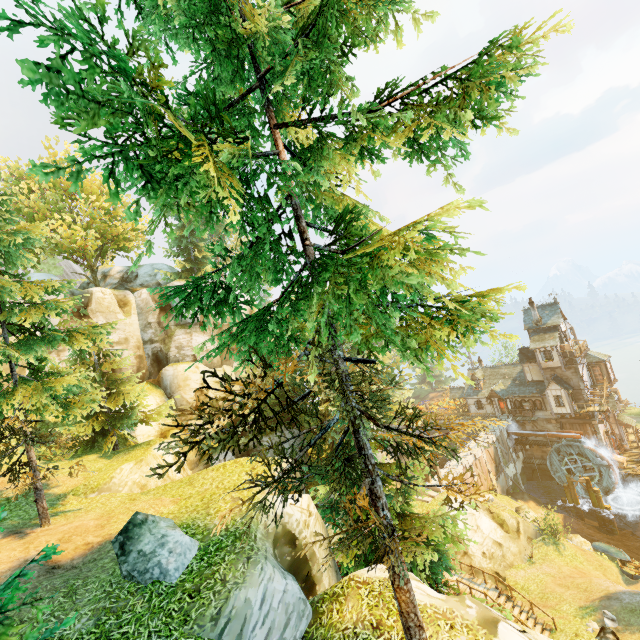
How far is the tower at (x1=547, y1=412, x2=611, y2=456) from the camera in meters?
37.2

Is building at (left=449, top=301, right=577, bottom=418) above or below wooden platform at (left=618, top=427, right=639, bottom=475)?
above

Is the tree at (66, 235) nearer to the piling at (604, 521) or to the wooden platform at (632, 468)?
the wooden platform at (632, 468)

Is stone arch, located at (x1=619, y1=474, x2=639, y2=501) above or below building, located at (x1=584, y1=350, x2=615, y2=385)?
below

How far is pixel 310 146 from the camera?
7.2m

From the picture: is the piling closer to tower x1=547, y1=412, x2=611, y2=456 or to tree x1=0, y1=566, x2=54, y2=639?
tower x1=547, y1=412, x2=611, y2=456

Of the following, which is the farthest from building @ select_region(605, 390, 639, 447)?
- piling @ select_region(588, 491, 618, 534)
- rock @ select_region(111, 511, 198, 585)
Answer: rock @ select_region(111, 511, 198, 585)

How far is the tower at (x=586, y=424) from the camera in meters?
37.2 m
